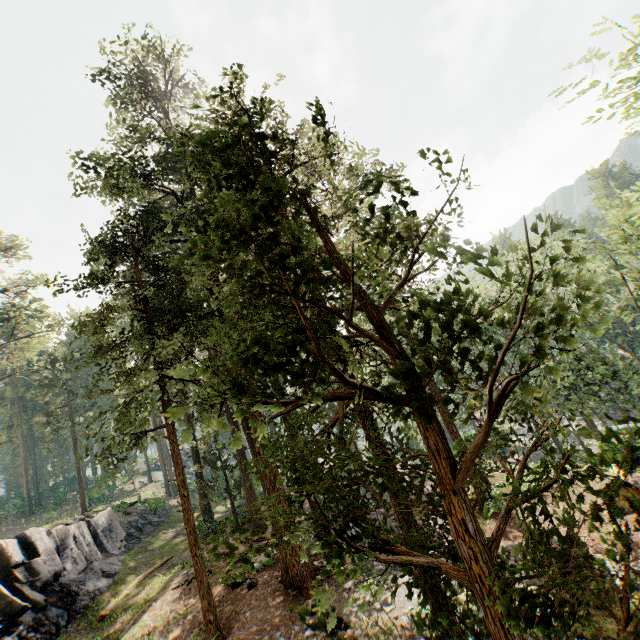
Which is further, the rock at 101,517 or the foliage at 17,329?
the rock at 101,517

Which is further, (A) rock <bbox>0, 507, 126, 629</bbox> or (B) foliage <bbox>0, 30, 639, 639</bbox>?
(A) rock <bbox>0, 507, 126, 629</bbox>

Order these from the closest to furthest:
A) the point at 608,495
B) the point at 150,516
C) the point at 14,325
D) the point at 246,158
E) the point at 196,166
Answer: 1. the point at 608,495
2. the point at 246,158
3. the point at 196,166
4. the point at 150,516
5. the point at 14,325
